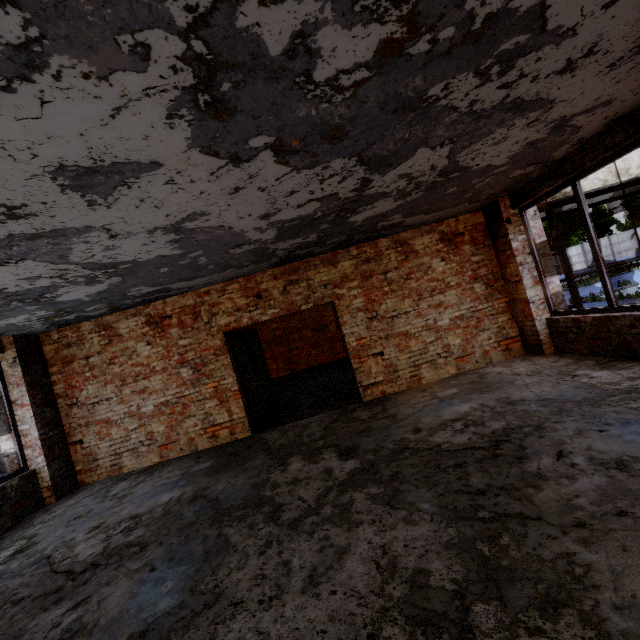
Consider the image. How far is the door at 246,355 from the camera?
7.0 meters

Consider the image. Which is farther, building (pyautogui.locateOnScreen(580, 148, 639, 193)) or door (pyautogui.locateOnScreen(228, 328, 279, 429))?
building (pyautogui.locateOnScreen(580, 148, 639, 193))

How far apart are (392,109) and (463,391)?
4.57m

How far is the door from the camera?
6.96m

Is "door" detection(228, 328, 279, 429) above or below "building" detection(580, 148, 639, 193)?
below

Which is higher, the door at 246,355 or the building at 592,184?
the building at 592,184
